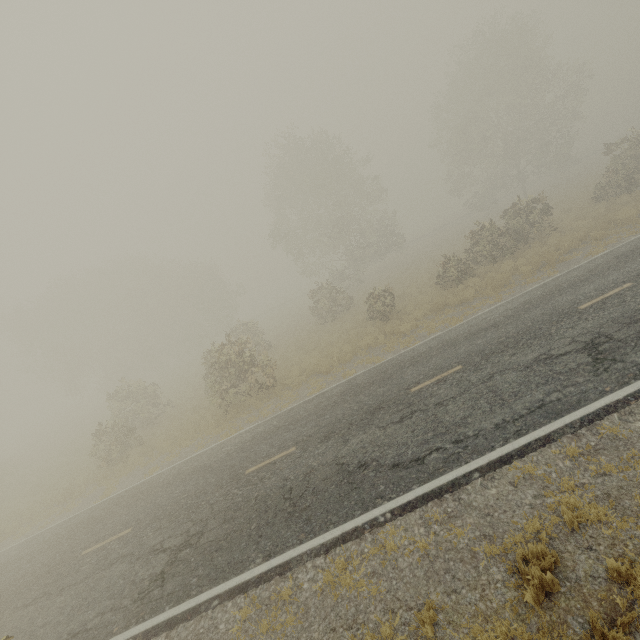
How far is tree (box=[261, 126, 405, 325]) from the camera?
30.75m

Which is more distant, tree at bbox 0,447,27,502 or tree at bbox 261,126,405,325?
tree at bbox 261,126,405,325

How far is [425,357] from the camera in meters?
11.9 m

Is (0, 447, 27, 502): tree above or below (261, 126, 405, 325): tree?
below

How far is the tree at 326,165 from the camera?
30.75m

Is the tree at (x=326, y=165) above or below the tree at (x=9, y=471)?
above
